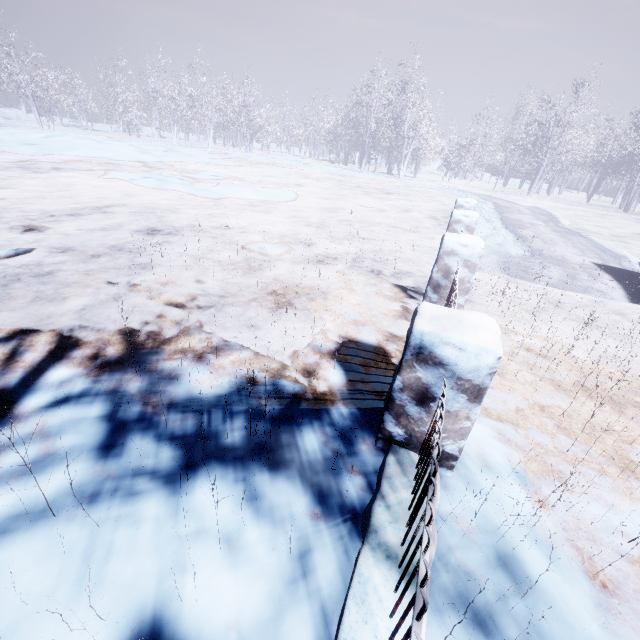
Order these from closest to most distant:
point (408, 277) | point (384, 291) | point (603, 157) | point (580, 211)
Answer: point (384, 291), point (408, 277), point (580, 211), point (603, 157)
